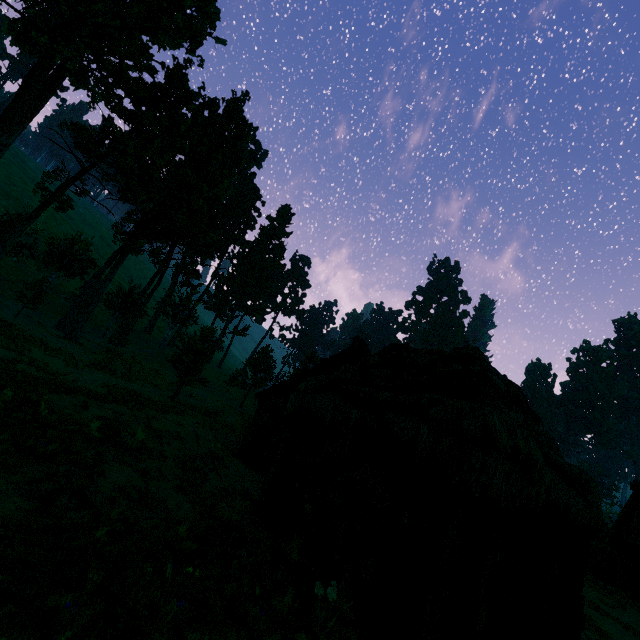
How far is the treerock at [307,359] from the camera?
33.50m

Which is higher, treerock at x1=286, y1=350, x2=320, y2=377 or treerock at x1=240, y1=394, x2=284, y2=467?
treerock at x1=286, y1=350, x2=320, y2=377

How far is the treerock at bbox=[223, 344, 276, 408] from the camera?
41.5m

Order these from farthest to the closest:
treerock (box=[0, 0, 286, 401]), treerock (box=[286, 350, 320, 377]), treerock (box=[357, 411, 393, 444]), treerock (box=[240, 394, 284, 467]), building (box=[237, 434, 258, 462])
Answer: treerock (box=[286, 350, 320, 377]), treerock (box=[0, 0, 286, 401]), building (box=[237, 434, 258, 462]), treerock (box=[240, 394, 284, 467]), treerock (box=[357, 411, 393, 444])

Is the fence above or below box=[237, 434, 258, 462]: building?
above

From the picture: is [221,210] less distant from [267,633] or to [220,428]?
[220,428]

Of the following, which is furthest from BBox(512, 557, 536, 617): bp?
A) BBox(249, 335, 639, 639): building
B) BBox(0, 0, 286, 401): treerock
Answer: BBox(0, 0, 286, 401): treerock

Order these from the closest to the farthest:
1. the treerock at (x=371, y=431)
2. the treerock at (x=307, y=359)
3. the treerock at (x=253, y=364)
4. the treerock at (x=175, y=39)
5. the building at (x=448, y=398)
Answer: the building at (x=448, y=398) → the treerock at (x=371, y=431) → the treerock at (x=175, y=39) → the treerock at (x=307, y=359) → the treerock at (x=253, y=364)
